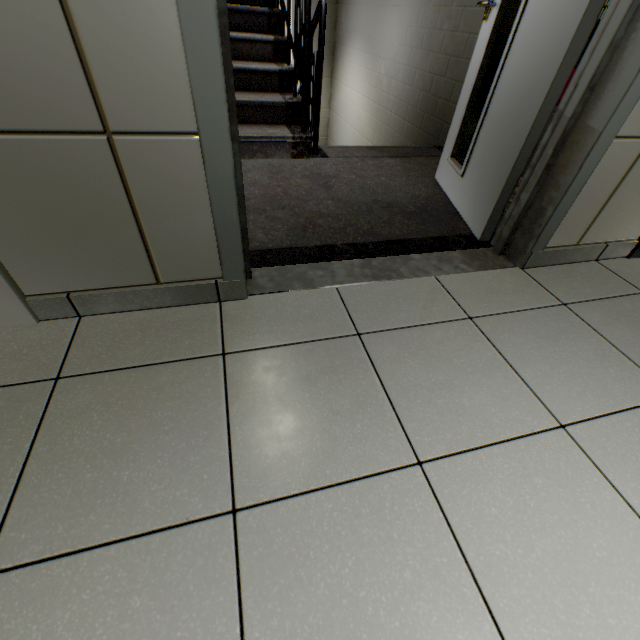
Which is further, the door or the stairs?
the stairs

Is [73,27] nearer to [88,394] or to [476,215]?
[88,394]

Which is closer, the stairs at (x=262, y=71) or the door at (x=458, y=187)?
the door at (x=458, y=187)
